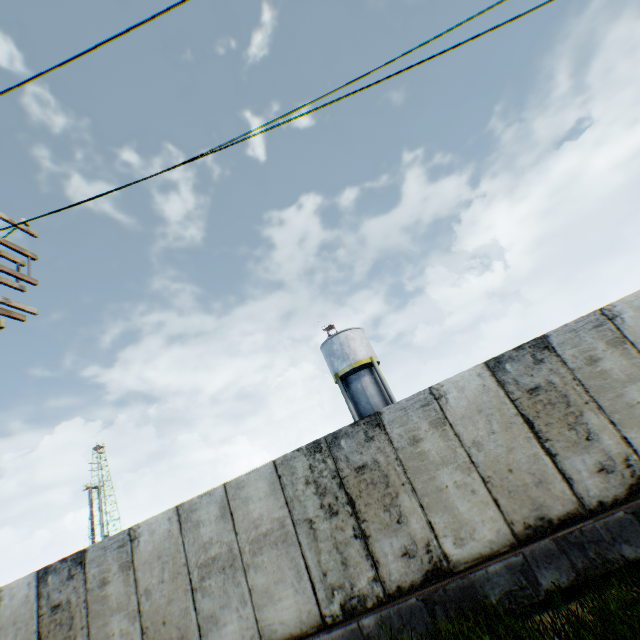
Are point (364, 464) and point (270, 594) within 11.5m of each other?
yes

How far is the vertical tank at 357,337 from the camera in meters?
24.2 m

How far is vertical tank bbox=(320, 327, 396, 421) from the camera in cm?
2422
